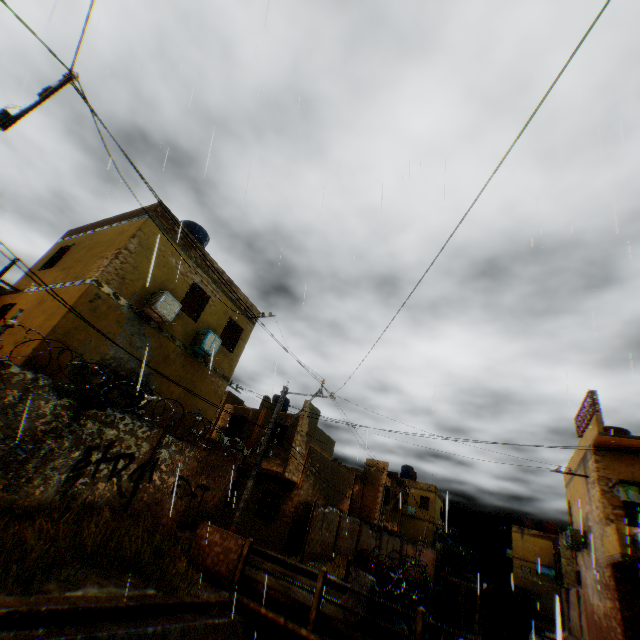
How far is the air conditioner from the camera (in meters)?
17.47

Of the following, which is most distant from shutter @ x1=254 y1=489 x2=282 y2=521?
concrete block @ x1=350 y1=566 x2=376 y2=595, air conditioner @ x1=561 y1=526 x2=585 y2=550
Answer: air conditioner @ x1=561 y1=526 x2=585 y2=550

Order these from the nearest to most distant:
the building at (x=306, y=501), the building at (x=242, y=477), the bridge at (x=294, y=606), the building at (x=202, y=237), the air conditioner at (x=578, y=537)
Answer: the bridge at (x=294, y=606)
the building at (x=202, y=237)
the air conditioner at (x=578, y=537)
the building at (x=306, y=501)
the building at (x=242, y=477)

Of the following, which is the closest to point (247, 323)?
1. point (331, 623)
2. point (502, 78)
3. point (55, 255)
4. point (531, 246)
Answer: point (55, 255)

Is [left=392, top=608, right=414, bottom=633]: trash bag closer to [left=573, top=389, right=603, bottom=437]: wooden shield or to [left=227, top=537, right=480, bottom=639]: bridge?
[left=227, top=537, right=480, bottom=639]: bridge

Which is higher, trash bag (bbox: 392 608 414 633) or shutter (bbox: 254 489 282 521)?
shutter (bbox: 254 489 282 521)

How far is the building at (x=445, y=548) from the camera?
37.5m

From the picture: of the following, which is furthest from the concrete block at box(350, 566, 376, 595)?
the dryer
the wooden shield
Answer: the wooden shield
